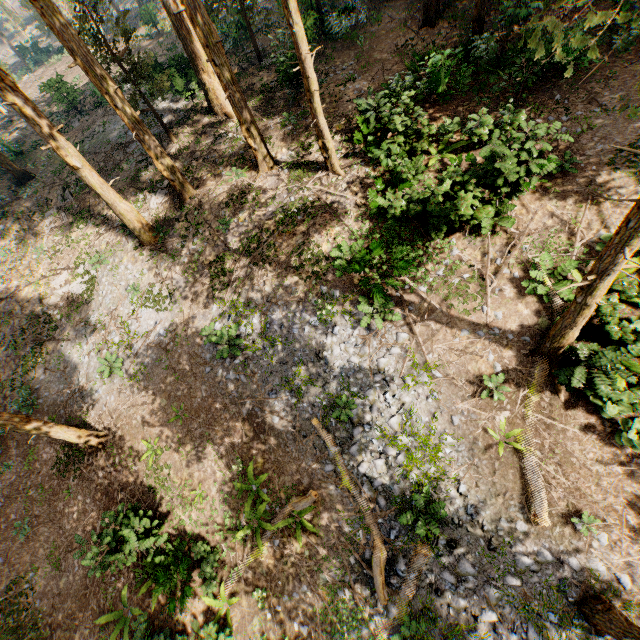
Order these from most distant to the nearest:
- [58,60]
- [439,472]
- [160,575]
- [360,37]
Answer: [58,60] < [360,37] < [160,575] < [439,472]

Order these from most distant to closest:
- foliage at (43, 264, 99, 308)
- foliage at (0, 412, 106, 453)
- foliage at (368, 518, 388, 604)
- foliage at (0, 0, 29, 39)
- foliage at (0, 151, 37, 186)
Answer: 1. foliage at (0, 0, 29, 39)
2. foliage at (0, 151, 37, 186)
3. foliage at (43, 264, 99, 308)
4. foliage at (0, 412, 106, 453)
5. foliage at (368, 518, 388, 604)

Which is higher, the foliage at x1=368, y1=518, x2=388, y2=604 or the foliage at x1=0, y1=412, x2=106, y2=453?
the foliage at x1=0, y1=412, x2=106, y2=453

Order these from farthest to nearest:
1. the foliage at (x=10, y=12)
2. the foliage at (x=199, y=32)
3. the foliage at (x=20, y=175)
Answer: the foliage at (x=10, y=12)
the foliage at (x=20, y=175)
the foliage at (x=199, y=32)

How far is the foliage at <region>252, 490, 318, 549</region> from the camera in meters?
10.2

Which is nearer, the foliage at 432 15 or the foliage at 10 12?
the foliage at 432 15

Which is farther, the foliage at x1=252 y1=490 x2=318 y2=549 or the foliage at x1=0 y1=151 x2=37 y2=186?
the foliage at x1=0 y1=151 x2=37 y2=186
